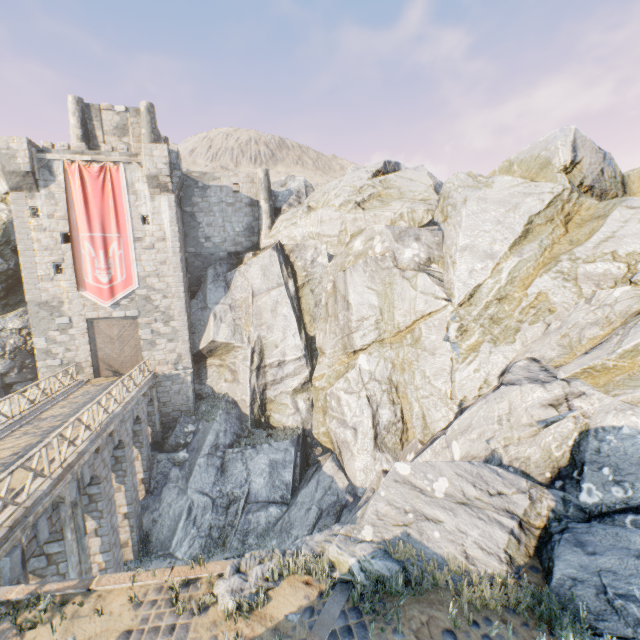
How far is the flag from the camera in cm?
1961

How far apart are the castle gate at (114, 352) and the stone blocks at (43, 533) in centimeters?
1357cm

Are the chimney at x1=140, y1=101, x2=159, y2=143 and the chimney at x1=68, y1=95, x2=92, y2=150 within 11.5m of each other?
yes

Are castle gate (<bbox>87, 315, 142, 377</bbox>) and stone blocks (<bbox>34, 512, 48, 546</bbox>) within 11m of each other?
no

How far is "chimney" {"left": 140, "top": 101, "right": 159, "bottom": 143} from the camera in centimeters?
2441cm

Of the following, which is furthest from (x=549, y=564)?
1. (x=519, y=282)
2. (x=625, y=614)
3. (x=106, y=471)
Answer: (x=106, y=471)

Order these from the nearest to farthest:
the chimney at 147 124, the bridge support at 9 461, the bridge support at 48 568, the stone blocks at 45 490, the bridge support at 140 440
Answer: the stone blocks at 45 490 < the bridge support at 48 568 < the bridge support at 9 461 < the bridge support at 140 440 < the chimney at 147 124

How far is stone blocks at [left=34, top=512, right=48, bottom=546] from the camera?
8.8 meters
